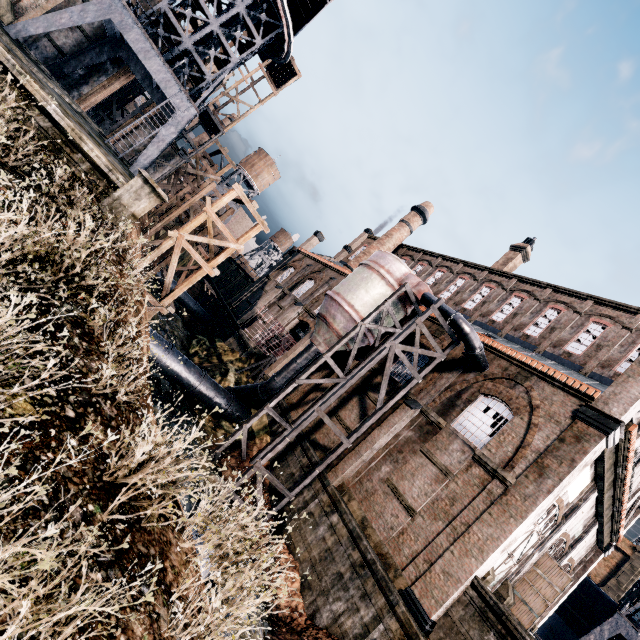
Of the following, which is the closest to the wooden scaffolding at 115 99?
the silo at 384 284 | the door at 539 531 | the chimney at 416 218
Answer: the chimney at 416 218

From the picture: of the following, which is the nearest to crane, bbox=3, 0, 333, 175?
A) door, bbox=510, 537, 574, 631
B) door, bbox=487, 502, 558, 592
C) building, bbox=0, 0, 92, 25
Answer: building, bbox=0, 0, 92, 25

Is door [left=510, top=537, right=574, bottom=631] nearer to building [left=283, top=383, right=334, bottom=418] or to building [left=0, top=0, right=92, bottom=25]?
building [left=283, top=383, right=334, bottom=418]

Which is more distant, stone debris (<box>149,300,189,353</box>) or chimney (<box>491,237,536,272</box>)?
chimney (<box>491,237,536,272</box>)

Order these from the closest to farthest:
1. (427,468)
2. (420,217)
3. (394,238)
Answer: (427,468) < (394,238) < (420,217)

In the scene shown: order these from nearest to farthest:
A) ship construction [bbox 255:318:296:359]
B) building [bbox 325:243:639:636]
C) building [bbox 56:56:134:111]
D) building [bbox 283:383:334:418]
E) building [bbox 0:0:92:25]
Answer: building [bbox 325:243:639:636] → building [bbox 0:0:92:25] → building [bbox 283:383:334:418] → building [bbox 56:56:134:111] → ship construction [bbox 255:318:296:359]

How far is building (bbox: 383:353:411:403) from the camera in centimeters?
2070cm

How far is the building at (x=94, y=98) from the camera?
27.7 meters
